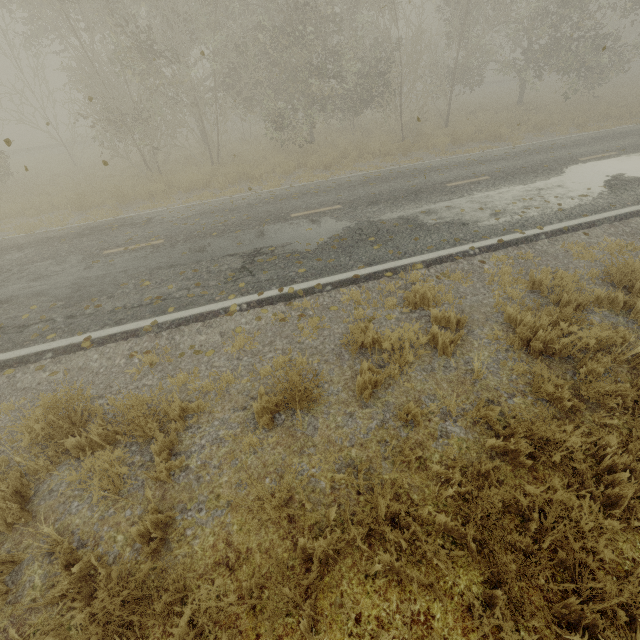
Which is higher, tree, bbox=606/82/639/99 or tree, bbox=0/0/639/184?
tree, bbox=0/0/639/184

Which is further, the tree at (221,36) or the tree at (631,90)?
the tree at (631,90)

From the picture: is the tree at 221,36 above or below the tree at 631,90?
above

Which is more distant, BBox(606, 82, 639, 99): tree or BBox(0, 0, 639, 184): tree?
BBox(606, 82, 639, 99): tree

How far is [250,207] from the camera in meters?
10.1 m
